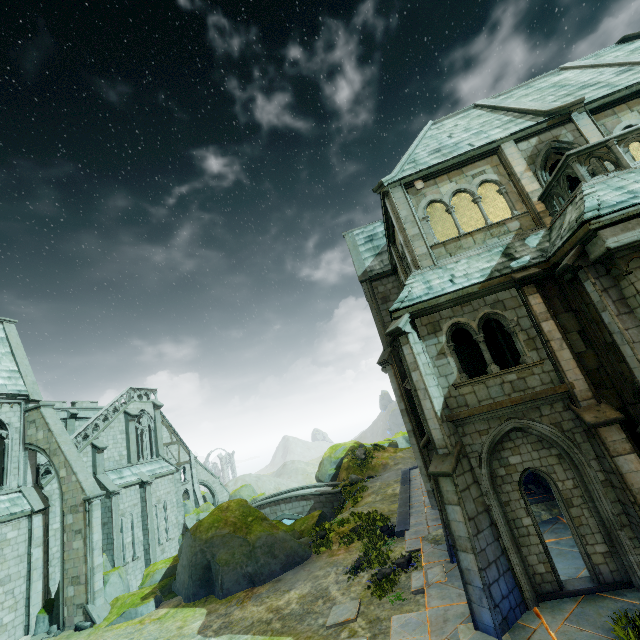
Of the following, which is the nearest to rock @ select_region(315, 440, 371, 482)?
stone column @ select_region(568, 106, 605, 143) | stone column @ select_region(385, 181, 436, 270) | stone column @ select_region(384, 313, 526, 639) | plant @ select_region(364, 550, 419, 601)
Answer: plant @ select_region(364, 550, 419, 601)

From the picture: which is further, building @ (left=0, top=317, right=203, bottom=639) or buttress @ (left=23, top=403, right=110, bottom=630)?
building @ (left=0, top=317, right=203, bottom=639)

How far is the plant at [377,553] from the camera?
13.27m

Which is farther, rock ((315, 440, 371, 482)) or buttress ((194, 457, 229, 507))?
buttress ((194, 457, 229, 507))

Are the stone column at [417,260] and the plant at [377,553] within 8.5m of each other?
no

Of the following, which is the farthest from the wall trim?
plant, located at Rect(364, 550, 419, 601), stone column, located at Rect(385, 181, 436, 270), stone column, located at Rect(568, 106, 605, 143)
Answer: stone column, located at Rect(568, 106, 605, 143)

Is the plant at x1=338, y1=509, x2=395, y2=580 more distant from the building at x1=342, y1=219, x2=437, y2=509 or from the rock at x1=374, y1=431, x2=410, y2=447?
the rock at x1=374, y1=431, x2=410, y2=447

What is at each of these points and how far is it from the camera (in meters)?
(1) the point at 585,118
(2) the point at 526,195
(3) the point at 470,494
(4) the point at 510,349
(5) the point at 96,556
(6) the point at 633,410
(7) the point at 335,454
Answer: (1) stone column, 11.69
(2) stone column, 11.59
(3) stone column, 8.70
(4) stone column, 15.18
(5) buttress, 16.56
(6) stone column, 8.38
(7) rock, 37.69
